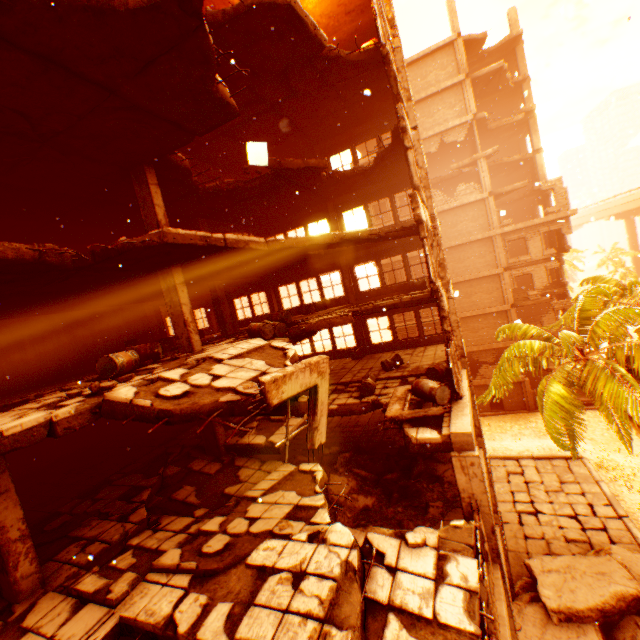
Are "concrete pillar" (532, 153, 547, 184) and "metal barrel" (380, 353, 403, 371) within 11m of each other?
no

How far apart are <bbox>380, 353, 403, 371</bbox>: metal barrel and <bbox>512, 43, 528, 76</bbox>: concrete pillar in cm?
3001

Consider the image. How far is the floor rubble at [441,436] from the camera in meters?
7.5

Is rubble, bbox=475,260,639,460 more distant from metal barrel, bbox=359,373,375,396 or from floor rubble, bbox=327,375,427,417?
metal barrel, bbox=359,373,375,396

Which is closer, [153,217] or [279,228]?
[153,217]

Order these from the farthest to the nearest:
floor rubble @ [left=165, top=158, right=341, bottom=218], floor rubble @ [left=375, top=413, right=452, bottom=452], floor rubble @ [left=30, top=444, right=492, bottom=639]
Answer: floor rubble @ [left=165, top=158, right=341, bottom=218], floor rubble @ [left=375, top=413, right=452, bottom=452], floor rubble @ [left=30, top=444, right=492, bottom=639]

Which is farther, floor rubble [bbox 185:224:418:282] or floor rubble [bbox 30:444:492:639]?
floor rubble [bbox 185:224:418:282]

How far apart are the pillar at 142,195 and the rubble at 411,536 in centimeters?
911cm
